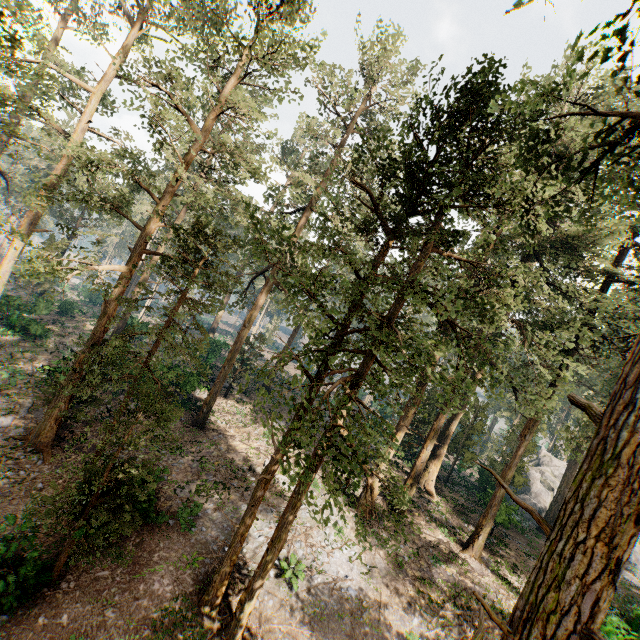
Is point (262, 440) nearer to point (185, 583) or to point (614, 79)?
point (185, 583)

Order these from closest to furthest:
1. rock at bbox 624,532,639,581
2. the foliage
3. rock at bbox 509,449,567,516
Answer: the foliage → rock at bbox 624,532,639,581 → rock at bbox 509,449,567,516

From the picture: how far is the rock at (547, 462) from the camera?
37.9m

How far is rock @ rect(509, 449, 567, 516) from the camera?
37.94m

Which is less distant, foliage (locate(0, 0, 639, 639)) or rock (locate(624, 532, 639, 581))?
foliage (locate(0, 0, 639, 639))

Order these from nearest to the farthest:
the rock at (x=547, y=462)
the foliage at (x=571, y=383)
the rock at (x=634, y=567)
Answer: the foliage at (x=571, y=383), the rock at (x=634, y=567), the rock at (x=547, y=462)

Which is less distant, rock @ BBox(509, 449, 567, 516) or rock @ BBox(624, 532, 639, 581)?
rock @ BBox(624, 532, 639, 581)
